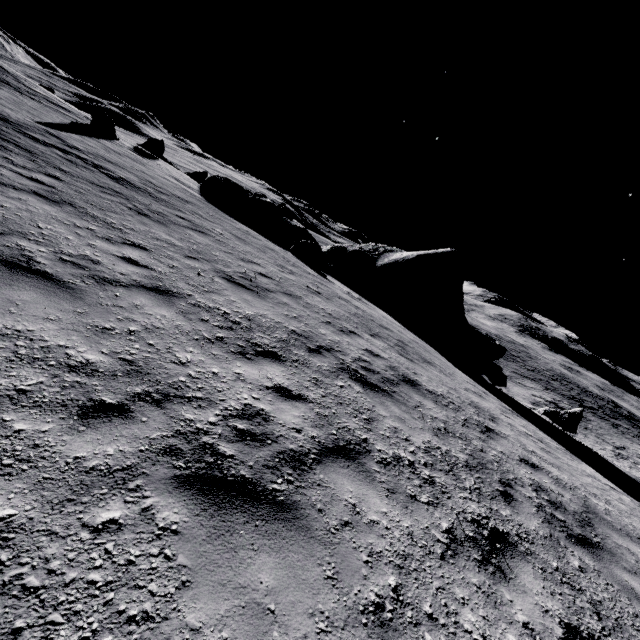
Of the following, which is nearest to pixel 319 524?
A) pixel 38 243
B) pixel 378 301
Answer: pixel 38 243

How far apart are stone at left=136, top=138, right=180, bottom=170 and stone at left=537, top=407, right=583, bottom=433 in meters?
31.4 m

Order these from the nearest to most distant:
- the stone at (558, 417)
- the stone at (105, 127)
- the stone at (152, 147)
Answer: the stone at (558, 417) → the stone at (105, 127) → the stone at (152, 147)

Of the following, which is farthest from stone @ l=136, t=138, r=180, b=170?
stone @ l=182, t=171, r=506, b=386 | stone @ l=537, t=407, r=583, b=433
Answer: stone @ l=537, t=407, r=583, b=433

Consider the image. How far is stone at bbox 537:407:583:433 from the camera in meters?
17.2 m

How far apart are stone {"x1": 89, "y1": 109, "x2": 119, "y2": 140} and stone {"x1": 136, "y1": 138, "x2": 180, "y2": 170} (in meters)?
3.80

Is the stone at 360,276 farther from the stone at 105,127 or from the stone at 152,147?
the stone at 105,127

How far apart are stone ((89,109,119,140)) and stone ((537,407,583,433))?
30.33m
